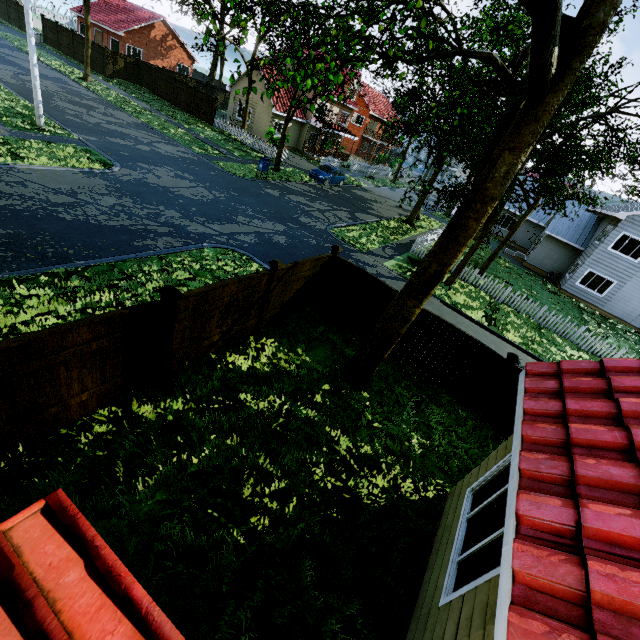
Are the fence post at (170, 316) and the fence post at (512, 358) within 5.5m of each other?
no

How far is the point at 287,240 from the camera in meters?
15.2 m

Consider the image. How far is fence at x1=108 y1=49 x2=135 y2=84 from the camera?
31.6 meters

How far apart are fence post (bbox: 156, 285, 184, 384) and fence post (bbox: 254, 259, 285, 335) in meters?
2.5

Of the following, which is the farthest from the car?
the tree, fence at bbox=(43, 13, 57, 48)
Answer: the tree

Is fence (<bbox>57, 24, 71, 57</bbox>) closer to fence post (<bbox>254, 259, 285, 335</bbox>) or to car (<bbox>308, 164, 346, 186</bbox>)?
fence post (<bbox>254, 259, 285, 335</bbox>)

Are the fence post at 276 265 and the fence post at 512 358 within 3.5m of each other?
no

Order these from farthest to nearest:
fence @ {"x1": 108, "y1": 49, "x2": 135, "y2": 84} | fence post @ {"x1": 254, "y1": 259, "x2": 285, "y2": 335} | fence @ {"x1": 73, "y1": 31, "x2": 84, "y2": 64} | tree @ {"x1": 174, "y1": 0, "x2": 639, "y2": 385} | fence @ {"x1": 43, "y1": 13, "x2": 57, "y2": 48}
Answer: fence @ {"x1": 43, "y1": 13, "x2": 57, "y2": 48}
fence @ {"x1": 73, "y1": 31, "x2": 84, "y2": 64}
fence @ {"x1": 108, "y1": 49, "x2": 135, "y2": 84}
fence post @ {"x1": 254, "y1": 259, "x2": 285, "y2": 335}
tree @ {"x1": 174, "y1": 0, "x2": 639, "y2": 385}
